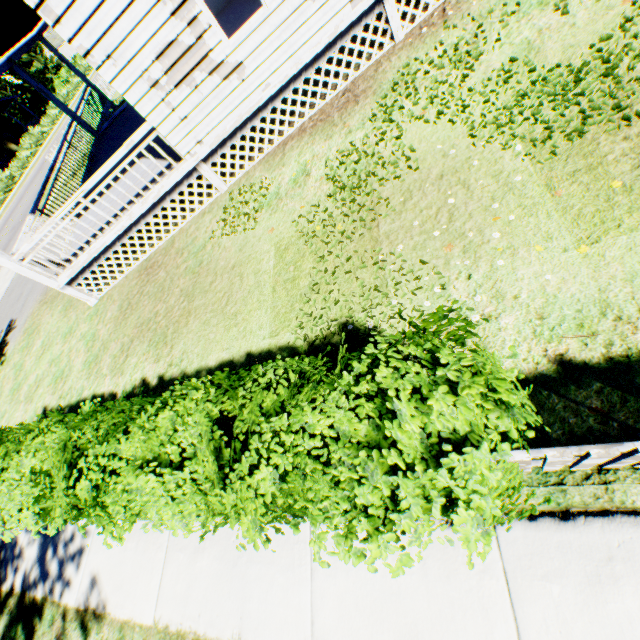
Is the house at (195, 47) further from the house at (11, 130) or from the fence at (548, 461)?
the house at (11, 130)

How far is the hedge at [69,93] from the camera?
36.9 meters

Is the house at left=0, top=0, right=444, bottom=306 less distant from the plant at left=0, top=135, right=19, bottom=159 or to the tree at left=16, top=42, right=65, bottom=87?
the plant at left=0, top=135, right=19, bottom=159

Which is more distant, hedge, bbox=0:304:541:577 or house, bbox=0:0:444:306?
house, bbox=0:0:444:306

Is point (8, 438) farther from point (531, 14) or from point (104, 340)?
point (531, 14)

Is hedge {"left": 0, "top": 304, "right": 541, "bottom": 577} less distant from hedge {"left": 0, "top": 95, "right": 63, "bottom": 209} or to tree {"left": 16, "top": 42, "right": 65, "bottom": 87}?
hedge {"left": 0, "top": 95, "right": 63, "bottom": 209}

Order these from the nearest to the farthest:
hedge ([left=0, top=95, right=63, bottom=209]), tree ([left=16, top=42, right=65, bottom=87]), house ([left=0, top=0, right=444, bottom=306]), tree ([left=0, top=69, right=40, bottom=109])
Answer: house ([left=0, top=0, right=444, bottom=306]) → hedge ([left=0, top=95, right=63, bottom=209]) → tree ([left=16, top=42, right=65, bottom=87]) → tree ([left=0, top=69, right=40, bottom=109])

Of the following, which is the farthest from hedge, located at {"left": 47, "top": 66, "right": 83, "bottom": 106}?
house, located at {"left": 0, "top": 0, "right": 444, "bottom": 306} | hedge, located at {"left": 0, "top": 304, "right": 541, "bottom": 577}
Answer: hedge, located at {"left": 0, "top": 304, "right": 541, "bottom": 577}
